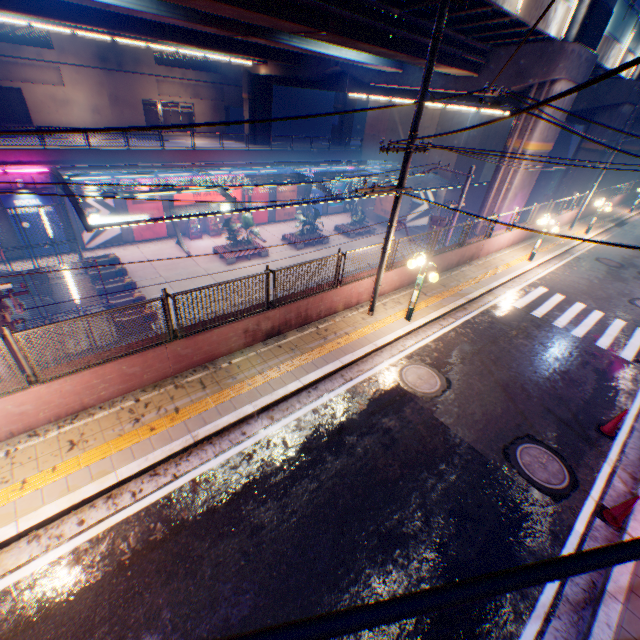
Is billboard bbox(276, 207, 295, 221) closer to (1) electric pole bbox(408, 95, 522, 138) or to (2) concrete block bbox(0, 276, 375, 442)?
(2) concrete block bbox(0, 276, 375, 442)

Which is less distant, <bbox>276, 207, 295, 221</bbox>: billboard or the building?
the building

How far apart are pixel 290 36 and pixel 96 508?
20.4 meters

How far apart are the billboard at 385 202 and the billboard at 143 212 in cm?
2271

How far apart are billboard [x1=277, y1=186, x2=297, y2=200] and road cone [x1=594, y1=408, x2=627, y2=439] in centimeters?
3166cm

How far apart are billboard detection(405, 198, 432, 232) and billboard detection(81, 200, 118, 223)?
27.3m

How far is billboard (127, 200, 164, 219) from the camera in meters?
25.6 m

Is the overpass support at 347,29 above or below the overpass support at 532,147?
above
